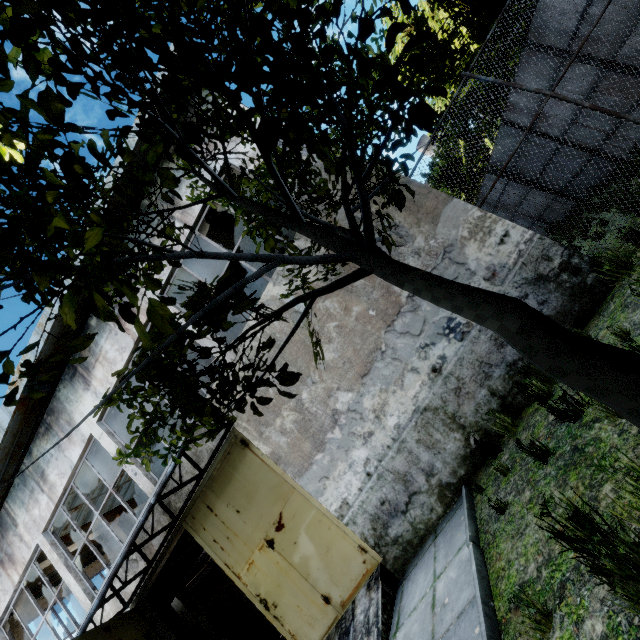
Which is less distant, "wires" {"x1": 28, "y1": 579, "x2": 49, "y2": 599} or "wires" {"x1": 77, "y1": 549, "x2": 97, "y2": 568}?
"wires" {"x1": 28, "y1": 579, "x2": 49, "y2": 599}

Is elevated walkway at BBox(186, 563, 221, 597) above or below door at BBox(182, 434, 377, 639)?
above

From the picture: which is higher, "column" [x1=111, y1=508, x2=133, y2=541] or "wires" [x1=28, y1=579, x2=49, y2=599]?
"wires" [x1=28, y1=579, x2=49, y2=599]

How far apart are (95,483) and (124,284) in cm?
1599

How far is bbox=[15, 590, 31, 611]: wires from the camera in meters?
11.5 m

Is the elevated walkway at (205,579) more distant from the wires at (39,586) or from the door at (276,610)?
the door at (276,610)

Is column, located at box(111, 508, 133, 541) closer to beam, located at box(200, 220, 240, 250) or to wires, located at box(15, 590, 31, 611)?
wires, located at box(15, 590, 31, 611)

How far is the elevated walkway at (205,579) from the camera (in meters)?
12.98
